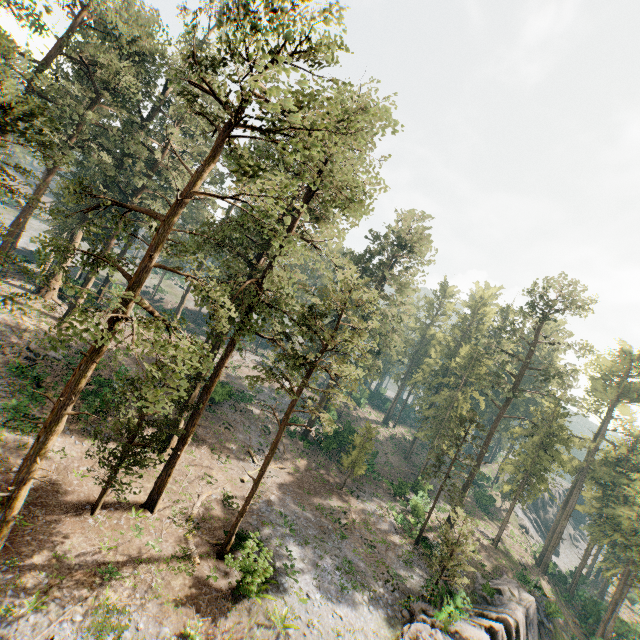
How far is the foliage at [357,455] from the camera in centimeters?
3355cm

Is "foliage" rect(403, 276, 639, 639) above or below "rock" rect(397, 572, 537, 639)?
above

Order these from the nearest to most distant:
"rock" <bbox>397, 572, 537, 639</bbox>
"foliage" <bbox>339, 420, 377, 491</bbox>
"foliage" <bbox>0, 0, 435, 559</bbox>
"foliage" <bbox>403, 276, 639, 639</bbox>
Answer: "foliage" <bbox>0, 0, 435, 559</bbox>, "rock" <bbox>397, 572, 537, 639</bbox>, "foliage" <bbox>403, 276, 639, 639</bbox>, "foliage" <bbox>339, 420, 377, 491</bbox>

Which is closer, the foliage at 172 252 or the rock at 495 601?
the foliage at 172 252

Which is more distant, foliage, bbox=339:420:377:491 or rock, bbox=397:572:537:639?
foliage, bbox=339:420:377:491

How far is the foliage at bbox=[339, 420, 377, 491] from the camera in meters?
33.5

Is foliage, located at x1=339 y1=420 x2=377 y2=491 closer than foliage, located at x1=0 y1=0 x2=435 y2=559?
No

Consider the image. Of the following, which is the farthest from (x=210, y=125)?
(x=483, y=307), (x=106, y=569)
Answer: (x=483, y=307)
